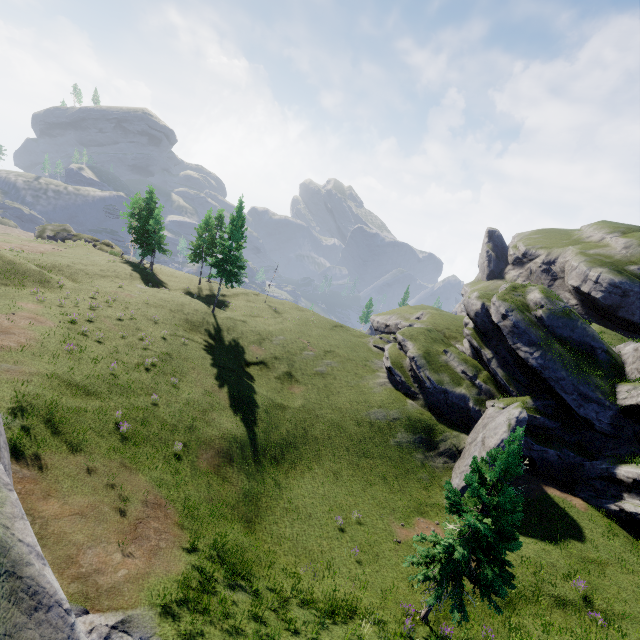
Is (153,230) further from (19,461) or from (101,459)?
(19,461)
